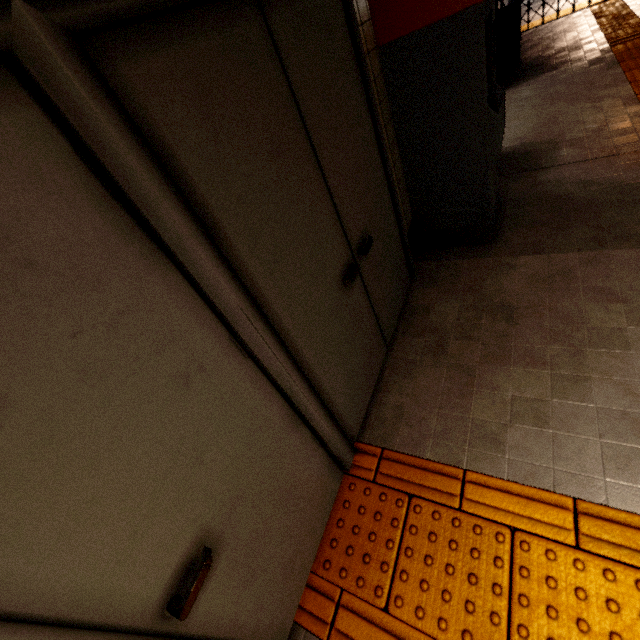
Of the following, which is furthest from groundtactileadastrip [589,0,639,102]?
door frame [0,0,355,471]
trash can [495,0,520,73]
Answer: trash can [495,0,520,73]

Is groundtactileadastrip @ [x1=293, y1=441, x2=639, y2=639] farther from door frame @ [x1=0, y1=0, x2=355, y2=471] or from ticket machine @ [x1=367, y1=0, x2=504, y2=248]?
ticket machine @ [x1=367, y1=0, x2=504, y2=248]

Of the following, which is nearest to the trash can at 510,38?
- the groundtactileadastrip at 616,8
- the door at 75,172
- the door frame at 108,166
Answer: the groundtactileadastrip at 616,8

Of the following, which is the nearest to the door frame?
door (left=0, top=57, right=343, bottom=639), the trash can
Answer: door (left=0, top=57, right=343, bottom=639)

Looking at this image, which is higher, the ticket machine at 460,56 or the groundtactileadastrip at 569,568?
the ticket machine at 460,56

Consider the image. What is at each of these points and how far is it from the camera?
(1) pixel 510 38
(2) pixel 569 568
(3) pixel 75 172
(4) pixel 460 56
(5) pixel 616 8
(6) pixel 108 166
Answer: (1) trash can, 5.8 meters
(2) groundtactileadastrip, 1.3 meters
(3) door, 0.7 meters
(4) ticket machine, 2.0 meters
(5) groundtactileadastrip, 6.3 meters
(6) door frame, 0.8 meters

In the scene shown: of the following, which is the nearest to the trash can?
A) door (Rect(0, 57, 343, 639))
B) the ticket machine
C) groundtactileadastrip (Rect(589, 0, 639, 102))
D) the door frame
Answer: groundtactileadastrip (Rect(589, 0, 639, 102))

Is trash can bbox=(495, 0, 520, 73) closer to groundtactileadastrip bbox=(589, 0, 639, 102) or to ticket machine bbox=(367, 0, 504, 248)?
groundtactileadastrip bbox=(589, 0, 639, 102)
